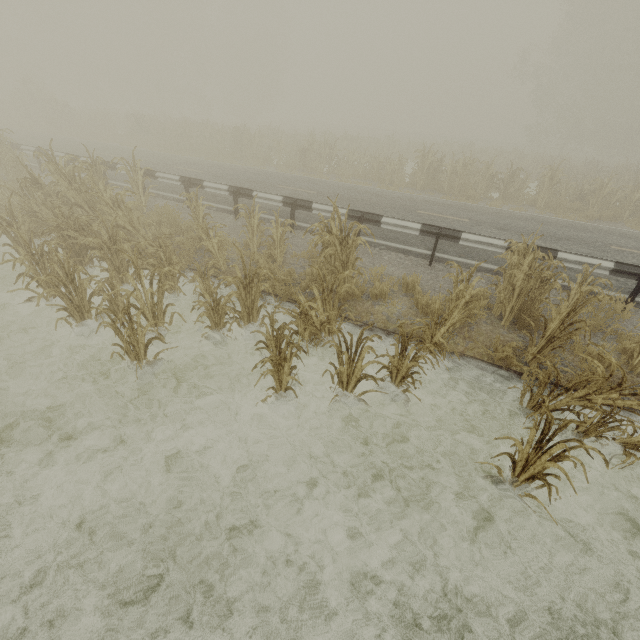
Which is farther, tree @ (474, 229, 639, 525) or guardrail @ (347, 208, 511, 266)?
guardrail @ (347, 208, 511, 266)

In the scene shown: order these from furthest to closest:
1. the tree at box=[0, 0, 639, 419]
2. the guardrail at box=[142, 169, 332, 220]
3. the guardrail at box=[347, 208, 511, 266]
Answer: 1. the guardrail at box=[142, 169, 332, 220]
2. the guardrail at box=[347, 208, 511, 266]
3. the tree at box=[0, 0, 639, 419]

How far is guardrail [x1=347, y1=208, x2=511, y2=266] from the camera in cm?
746

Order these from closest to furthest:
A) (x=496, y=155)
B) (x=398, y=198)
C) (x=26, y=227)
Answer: (x=26, y=227)
(x=398, y=198)
(x=496, y=155)

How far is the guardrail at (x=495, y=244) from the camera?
7.5m

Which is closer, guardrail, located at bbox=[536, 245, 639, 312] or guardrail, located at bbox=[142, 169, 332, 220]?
guardrail, located at bbox=[536, 245, 639, 312]
